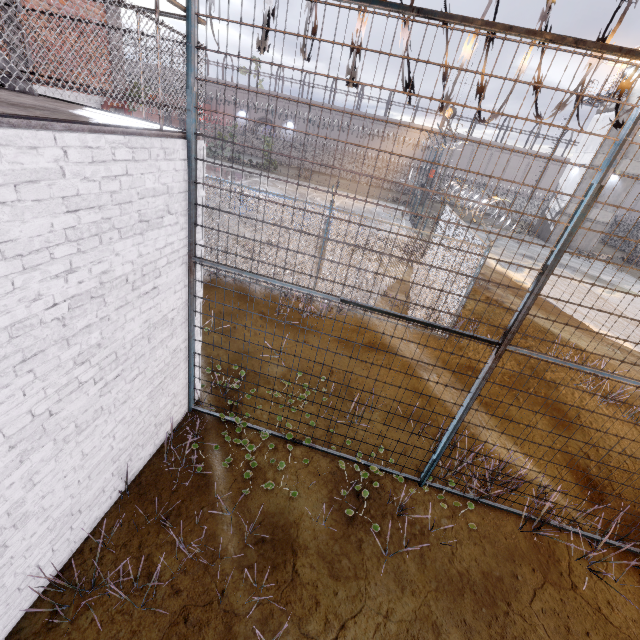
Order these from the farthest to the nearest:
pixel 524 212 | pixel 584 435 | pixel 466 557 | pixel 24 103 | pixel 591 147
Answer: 1. pixel 524 212
2. pixel 591 147
3. pixel 584 435
4. pixel 466 557
5. pixel 24 103

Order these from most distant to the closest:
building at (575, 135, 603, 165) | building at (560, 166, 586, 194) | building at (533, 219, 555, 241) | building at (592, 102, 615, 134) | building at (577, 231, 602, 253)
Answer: building at (533, 219, 555, 241), building at (577, 231, 602, 253), building at (560, 166, 586, 194), building at (575, 135, 603, 165), building at (592, 102, 615, 134)

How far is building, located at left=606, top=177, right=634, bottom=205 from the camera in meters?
27.0

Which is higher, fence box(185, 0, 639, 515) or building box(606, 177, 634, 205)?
building box(606, 177, 634, 205)

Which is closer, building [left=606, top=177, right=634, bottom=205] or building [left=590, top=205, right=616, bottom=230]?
building [left=606, top=177, right=634, bottom=205]

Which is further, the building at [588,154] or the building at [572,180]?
the building at [572,180]

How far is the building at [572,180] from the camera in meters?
28.0 m
